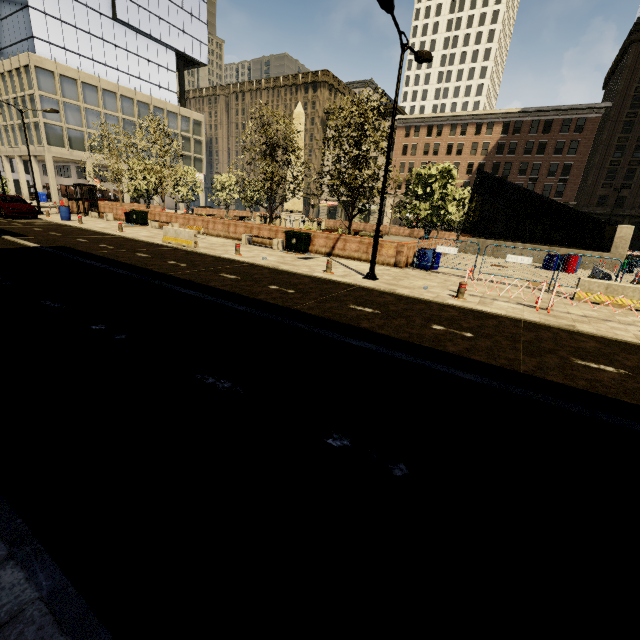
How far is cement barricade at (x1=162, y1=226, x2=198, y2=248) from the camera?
15.78m

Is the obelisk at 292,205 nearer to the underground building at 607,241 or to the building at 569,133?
the underground building at 607,241

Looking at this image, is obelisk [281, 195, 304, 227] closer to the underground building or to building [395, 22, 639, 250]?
the underground building

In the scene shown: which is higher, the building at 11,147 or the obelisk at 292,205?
the building at 11,147

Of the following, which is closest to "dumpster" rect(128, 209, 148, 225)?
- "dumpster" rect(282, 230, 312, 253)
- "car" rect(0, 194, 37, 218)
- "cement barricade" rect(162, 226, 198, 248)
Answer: "car" rect(0, 194, 37, 218)

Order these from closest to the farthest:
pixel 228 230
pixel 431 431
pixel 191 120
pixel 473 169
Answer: pixel 431 431
pixel 228 230
pixel 473 169
pixel 191 120

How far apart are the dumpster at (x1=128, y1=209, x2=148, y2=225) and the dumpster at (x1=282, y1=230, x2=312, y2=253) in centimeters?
1361cm

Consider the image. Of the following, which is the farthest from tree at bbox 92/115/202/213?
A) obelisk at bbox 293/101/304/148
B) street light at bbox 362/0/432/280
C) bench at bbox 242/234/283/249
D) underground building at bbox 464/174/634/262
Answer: street light at bbox 362/0/432/280
